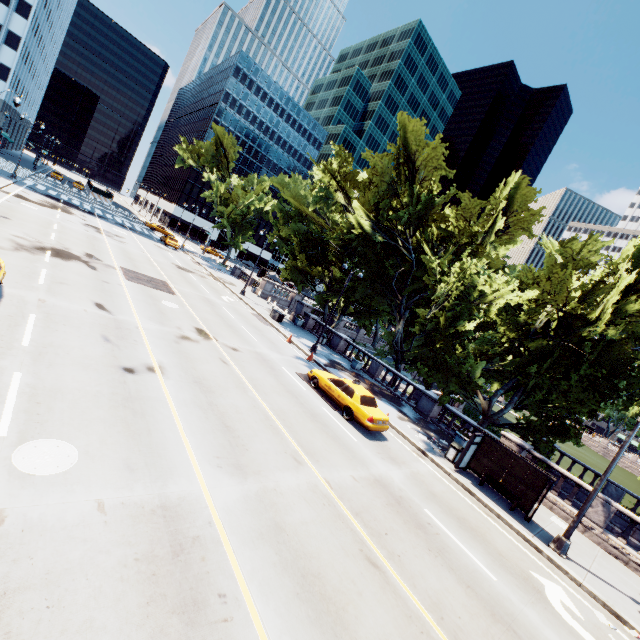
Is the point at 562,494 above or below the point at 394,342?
below

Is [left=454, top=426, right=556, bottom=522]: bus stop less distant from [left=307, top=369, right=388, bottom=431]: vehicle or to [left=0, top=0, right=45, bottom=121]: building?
[left=307, top=369, right=388, bottom=431]: vehicle

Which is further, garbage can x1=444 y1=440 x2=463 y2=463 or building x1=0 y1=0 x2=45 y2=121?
building x1=0 y1=0 x2=45 y2=121

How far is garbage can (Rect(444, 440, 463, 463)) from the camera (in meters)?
16.27

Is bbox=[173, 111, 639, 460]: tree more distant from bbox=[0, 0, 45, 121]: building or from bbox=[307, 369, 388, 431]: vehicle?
bbox=[0, 0, 45, 121]: building

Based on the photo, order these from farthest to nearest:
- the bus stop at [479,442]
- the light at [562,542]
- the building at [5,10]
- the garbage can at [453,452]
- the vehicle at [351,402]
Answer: the building at [5,10]
the garbage can at [453,452]
the vehicle at [351,402]
the bus stop at [479,442]
the light at [562,542]

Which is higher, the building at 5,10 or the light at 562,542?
the building at 5,10

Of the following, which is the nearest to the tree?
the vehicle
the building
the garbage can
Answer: the garbage can
